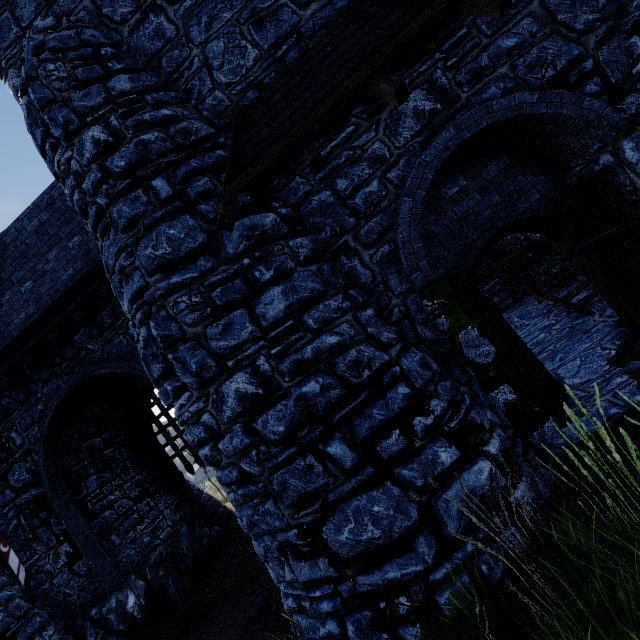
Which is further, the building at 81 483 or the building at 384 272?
the building at 81 483

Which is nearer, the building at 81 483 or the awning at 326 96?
the awning at 326 96

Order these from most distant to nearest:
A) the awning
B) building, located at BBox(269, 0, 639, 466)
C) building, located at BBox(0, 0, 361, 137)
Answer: building, located at BBox(0, 0, 361, 137)
building, located at BBox(269, 0, 639, 466)
the awning

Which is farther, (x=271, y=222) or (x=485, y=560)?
(x=271, y=222)

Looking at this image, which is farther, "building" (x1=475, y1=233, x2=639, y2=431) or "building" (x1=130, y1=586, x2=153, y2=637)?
"building" (x1=130, y1=586, x2=153, y2=637)
